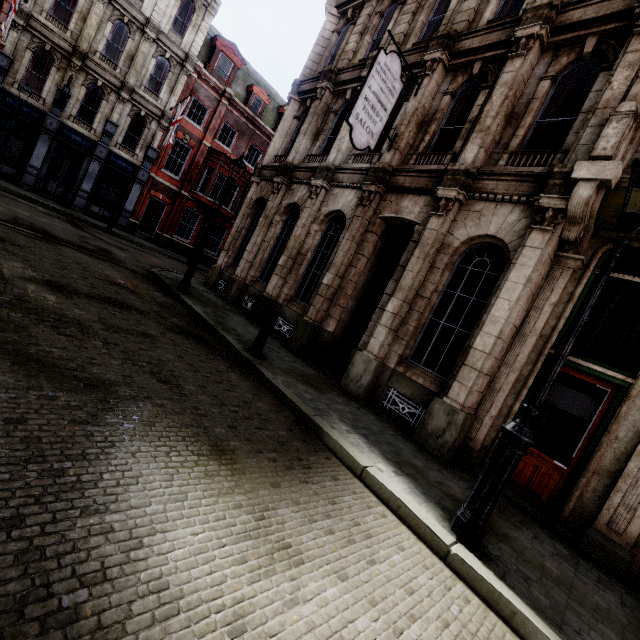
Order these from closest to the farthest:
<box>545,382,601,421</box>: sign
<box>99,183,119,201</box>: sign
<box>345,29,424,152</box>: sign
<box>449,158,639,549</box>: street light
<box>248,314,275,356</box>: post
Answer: <box>449,158,639,549</box>: street light → <box>545,382,601,421</box>: sign → <box>248,314,275,356</box>: post → <box>345,29,424,152</box>: sign → <box>99,183,119,201</box>: sign

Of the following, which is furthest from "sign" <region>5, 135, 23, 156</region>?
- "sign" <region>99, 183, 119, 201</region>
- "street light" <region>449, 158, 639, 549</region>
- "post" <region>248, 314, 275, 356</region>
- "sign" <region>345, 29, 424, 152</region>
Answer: "street light" <region>449, 158, 639, 549</region>

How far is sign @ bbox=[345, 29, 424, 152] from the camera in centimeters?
806cm

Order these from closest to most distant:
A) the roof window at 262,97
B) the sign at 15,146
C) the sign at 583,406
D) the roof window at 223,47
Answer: the sign at 583,406
the sign at 15,146
the roof window at 223,47
the roof window at 262,97

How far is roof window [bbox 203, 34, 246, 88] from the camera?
23.1m

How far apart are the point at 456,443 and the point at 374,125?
8.15m

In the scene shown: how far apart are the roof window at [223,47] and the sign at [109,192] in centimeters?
1041cm

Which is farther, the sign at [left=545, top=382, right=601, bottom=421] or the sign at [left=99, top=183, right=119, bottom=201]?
the sign at [left=99, top=183, right=119, bottom=201]
